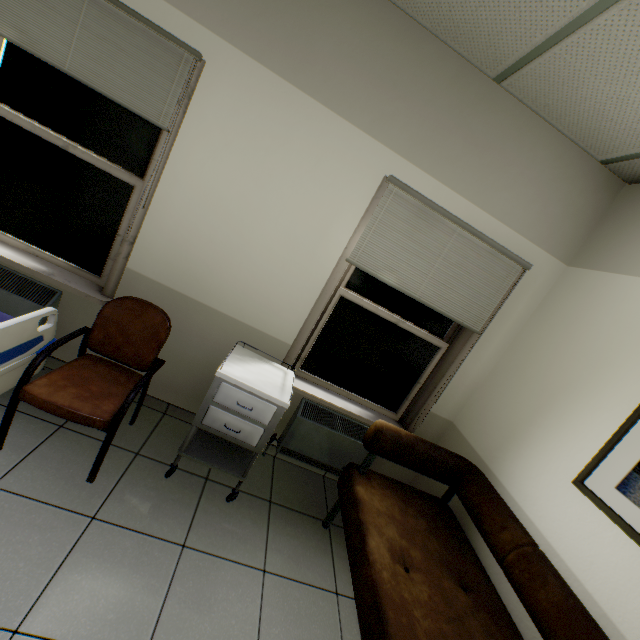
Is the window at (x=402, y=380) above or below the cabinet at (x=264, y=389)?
above

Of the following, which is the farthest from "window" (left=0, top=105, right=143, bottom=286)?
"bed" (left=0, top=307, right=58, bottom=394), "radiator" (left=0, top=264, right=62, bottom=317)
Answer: "bed" (left=0, top=307, right=58, bottom=394)

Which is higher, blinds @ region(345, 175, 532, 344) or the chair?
blinds @ region(345, 175, 532, 344)

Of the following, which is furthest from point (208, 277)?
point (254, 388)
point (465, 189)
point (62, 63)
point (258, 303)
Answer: point (465, 189)

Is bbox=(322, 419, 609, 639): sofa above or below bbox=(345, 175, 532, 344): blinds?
below

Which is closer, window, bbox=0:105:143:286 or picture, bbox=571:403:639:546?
picture, bbox=571:403:639:546

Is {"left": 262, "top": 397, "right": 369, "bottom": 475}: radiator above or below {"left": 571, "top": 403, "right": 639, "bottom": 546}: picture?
below

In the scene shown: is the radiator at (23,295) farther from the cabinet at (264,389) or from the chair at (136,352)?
the cabinet at (264,389)
